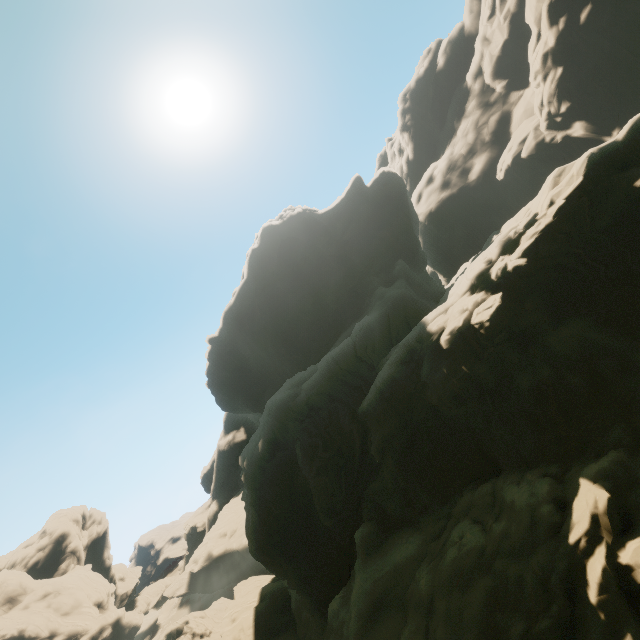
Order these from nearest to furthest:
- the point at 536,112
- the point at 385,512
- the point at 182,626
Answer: the point at 385,512
the point at 182,626
the point at 536,112
